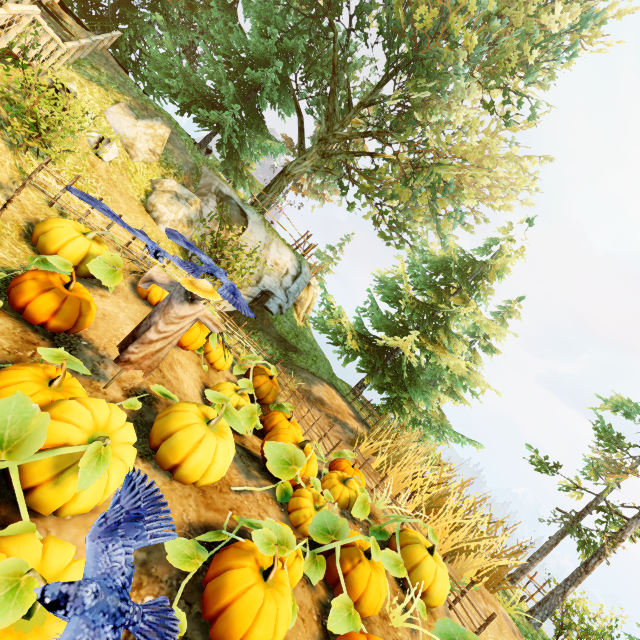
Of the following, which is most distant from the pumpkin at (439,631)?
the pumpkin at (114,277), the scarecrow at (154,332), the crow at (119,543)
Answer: the pumpkin at (114,277)

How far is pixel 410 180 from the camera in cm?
1459

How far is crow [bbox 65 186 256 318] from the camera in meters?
3.7 m

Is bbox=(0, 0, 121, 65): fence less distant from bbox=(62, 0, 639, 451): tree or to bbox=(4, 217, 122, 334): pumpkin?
bbox=(4, 217, 122, 334): pumpkin

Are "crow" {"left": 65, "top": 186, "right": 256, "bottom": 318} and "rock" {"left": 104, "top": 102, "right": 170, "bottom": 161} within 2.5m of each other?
no

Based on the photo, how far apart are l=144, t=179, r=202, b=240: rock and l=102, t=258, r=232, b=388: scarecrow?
6.9 meters

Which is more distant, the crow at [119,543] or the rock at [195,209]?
the rock at [195,209]

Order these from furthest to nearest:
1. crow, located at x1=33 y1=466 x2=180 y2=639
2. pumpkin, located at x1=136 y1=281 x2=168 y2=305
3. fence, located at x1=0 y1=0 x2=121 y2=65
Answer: pumpkin, located at x1=136 y1=281 x2=168 y2=305 → fence, located at x1=0 y1=0 x2=121 y2=65 → crow, located at x1=33 y1=466 x2=180 y2=639
